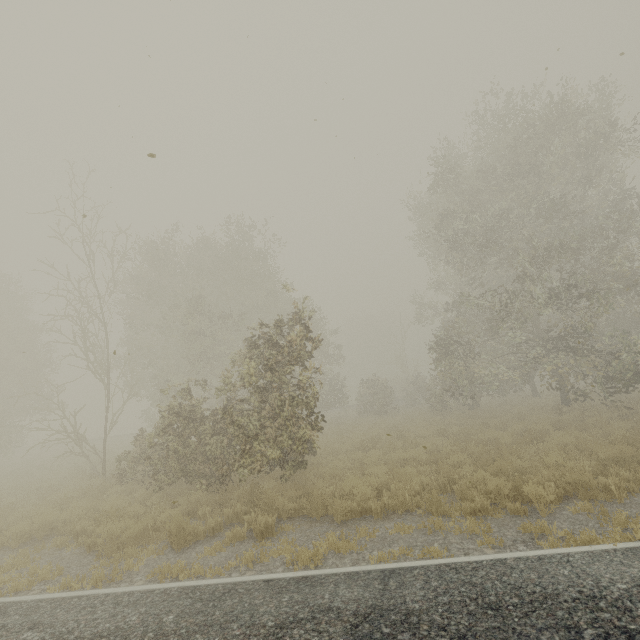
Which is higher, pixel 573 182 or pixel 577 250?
pixel 573 182

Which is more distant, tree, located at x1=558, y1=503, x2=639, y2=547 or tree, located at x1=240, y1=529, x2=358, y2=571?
tree, located at x1=240, y1=529, x2=358, y2=571

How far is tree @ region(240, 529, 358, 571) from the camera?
5.47m

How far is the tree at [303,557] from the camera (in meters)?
5.47

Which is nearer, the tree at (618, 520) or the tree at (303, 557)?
the tree at (618, 520)
